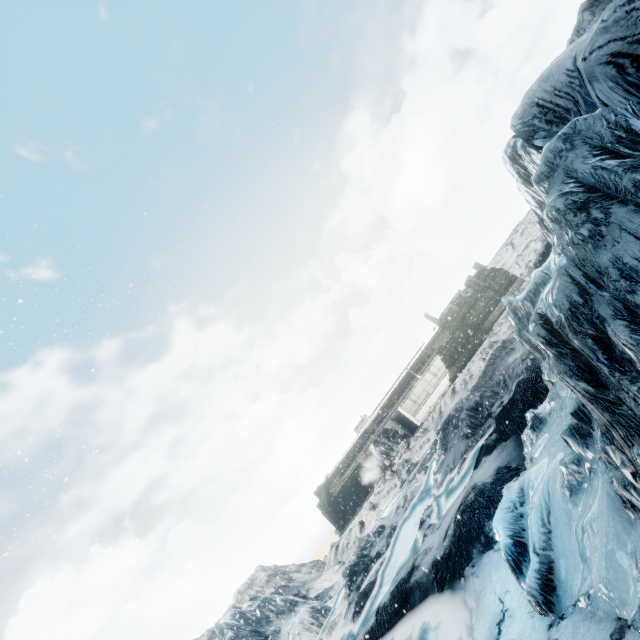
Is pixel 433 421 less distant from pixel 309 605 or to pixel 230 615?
pixel 309 605
